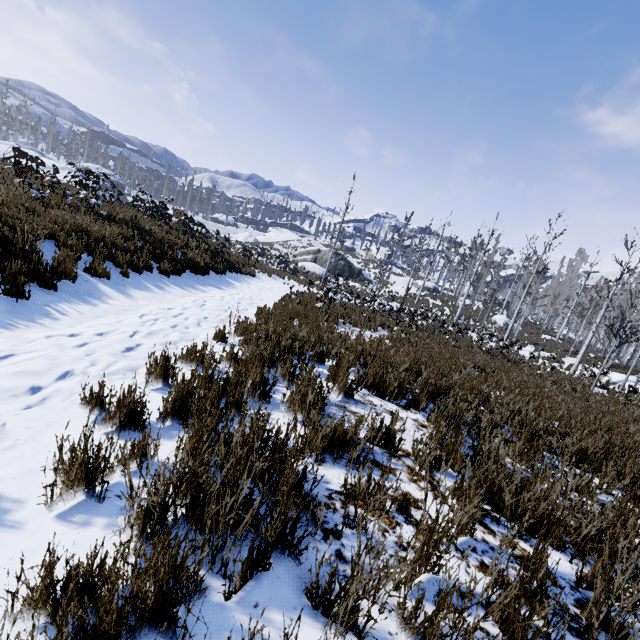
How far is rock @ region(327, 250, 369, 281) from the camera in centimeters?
3934cm

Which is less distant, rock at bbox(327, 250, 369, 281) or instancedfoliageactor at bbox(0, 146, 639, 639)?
instancedfoliageactor at bbox(0, 146, 639, 639)

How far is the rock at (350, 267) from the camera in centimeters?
3934cm

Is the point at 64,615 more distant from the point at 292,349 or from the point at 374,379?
the point at 374,379

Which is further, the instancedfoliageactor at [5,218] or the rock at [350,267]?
the rock at [350,267]
